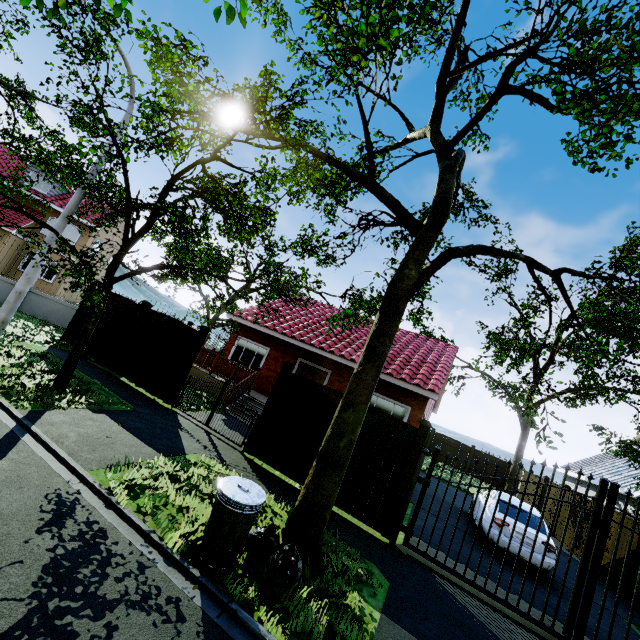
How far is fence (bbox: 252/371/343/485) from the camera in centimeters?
790cm

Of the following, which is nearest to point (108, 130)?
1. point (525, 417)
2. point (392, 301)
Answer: point (392, 301)

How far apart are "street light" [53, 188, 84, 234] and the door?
9.57m

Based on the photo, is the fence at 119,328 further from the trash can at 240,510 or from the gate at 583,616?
the trash can at 240,510

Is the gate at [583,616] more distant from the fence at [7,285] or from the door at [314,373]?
the door at [314,373]

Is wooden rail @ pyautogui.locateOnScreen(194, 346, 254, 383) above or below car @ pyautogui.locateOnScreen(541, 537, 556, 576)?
above

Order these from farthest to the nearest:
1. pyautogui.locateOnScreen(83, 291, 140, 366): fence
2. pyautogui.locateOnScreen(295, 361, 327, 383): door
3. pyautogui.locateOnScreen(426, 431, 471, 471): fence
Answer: pyautogui.locateOnScreen(426, 431, 471, 471): fence < pyautogui.locateOnScreen(295, 361, 327, 383): door < pyautogui.locateOnScreen(83, 291, 140, 366): fence
